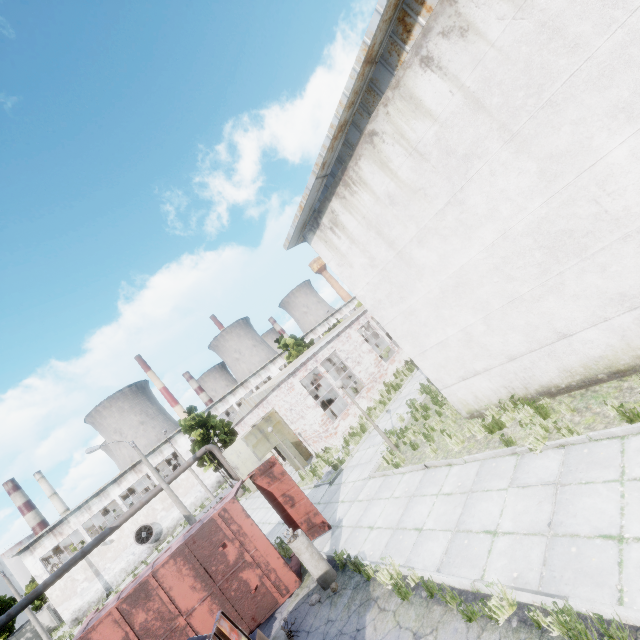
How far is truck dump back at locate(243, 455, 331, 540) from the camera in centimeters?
1057cm

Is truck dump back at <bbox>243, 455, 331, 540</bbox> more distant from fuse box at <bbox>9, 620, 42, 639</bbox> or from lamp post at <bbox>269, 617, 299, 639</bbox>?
fuse box at <bbox>9, 620, 42, 639</bbox>

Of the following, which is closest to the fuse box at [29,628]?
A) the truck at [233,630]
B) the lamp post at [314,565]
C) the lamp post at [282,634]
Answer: the truck at [233,630]

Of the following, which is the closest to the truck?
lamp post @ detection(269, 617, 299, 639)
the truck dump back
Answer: lamp post @ detection(269, 617, 299, 639)

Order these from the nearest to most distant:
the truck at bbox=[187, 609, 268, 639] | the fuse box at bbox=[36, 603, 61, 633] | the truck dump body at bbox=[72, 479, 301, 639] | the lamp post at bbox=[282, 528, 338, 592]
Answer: the truck at bbox=[187, 609, 268, 639] → the lamp post at bbox=[282, 528, 338, 592] → the truck dump body at bbox=[72, 479, 301, 639] → the fuse box at bbox=[36, 603, 61, 633]

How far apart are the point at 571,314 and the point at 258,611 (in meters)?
11.10

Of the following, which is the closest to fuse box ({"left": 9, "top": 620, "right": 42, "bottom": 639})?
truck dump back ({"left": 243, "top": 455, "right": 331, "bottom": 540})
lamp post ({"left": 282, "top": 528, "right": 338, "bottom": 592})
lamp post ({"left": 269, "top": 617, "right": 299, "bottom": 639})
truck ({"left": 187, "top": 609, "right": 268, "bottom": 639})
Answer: truck ({"left": 187, "top": 609, "right": 268, "bottom": 639})

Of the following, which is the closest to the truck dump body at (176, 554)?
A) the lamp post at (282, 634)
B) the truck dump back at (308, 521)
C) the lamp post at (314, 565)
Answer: the truck dump back at (308, 521)
